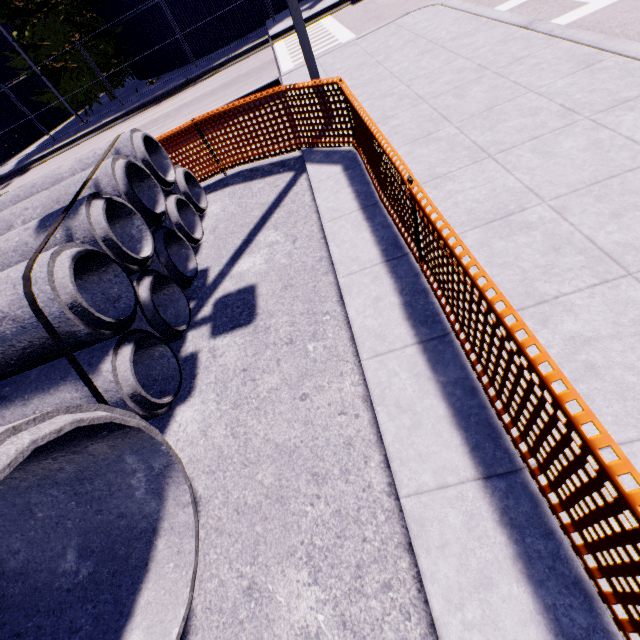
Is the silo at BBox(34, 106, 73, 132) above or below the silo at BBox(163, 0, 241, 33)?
below

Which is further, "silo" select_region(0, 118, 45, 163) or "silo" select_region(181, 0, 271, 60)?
"silo" select_region(0, 118, 45, 163)

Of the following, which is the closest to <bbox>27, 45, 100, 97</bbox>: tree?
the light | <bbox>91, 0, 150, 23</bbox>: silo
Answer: <bbox>91, 0, 150, 23</bbox>: silo

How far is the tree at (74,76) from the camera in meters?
18.1

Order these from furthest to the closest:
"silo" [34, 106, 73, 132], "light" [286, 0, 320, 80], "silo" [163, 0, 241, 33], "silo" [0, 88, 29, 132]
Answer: "silo" [34, 106, 73, 132] → "silo" [0, 88, 29, 132] → "silo" [163, 0, 241, 33] → "light" [286, 0, 320, 80]

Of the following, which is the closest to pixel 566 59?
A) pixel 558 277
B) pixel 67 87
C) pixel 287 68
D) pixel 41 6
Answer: pixel 558 277

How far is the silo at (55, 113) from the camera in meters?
23.0 m

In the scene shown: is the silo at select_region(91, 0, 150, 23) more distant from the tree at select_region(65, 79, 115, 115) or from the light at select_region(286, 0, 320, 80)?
the light at select_region(286, 0, 320, 80)
